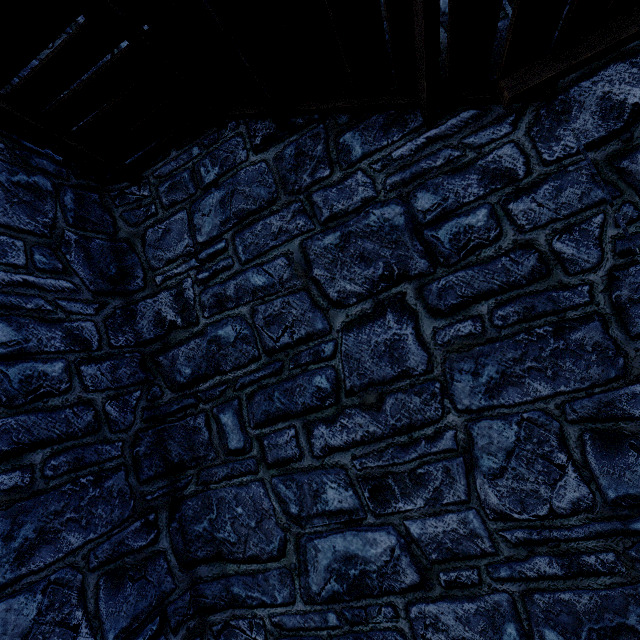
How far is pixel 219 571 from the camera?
3.4 meters
